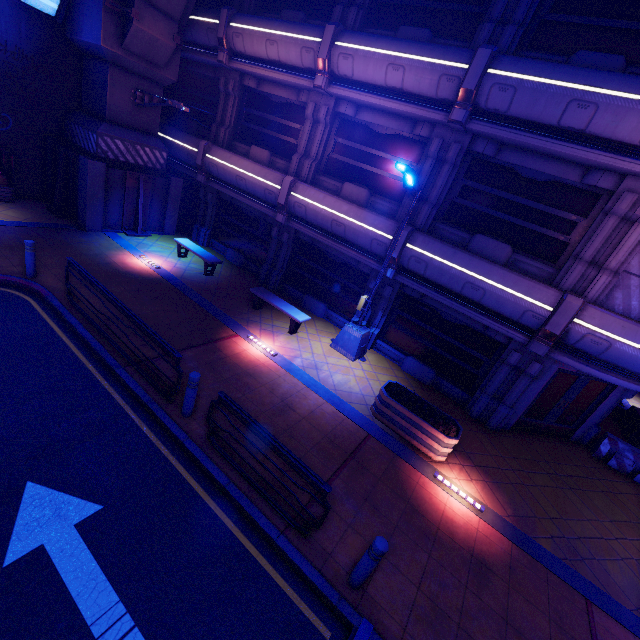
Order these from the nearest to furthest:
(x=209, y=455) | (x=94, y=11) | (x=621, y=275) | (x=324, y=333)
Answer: (x=209, y=455) < (x=621, y=275) < (x=94, y=11) < (x=324, y=333)

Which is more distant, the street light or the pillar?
the pillar

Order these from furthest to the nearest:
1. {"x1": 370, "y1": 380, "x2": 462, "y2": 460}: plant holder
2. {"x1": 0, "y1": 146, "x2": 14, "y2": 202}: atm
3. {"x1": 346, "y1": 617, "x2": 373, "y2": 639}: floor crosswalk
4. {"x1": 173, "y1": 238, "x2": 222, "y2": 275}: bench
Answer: {"x1": 173, "y1": 238, "x2": 222, "y2": 275}: bench, {"x1": 0, "y1": 146, "x2": 14, "y2": 202}: atm, {"x1": 370, "y1": 380, "x2": 462, "y2": 460}: plant holder, {"x1": 346, "y1": 617, "x2": 373, "y2": 639}: floor crosswalk

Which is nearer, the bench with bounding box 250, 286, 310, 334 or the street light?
the street light

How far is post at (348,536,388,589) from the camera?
4.56m

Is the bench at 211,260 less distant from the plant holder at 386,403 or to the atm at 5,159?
the atm at 5,159

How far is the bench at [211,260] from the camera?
13.0 meters

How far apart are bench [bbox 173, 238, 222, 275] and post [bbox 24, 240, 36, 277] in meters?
5.2
